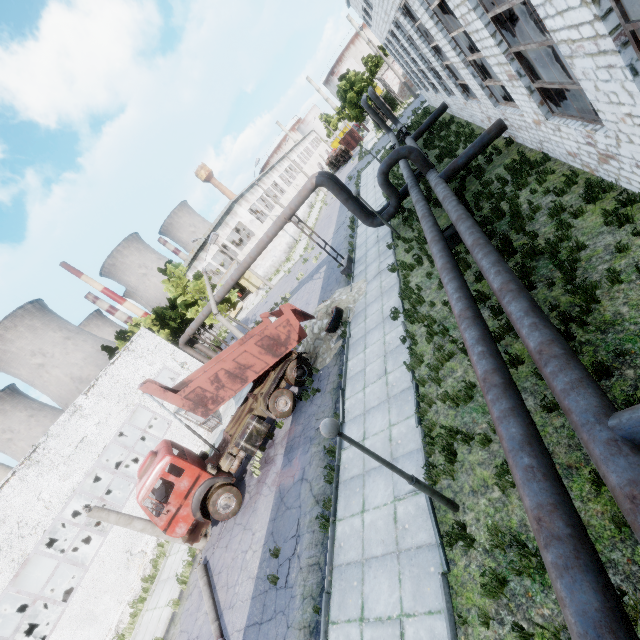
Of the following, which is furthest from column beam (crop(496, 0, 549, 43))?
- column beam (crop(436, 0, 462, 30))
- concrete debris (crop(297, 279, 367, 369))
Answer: concrete debris (crop(297, 279, 367, 369))

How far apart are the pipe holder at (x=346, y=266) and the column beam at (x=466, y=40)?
10.0m

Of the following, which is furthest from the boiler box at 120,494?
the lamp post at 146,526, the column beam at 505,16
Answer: the column beam at 505,16

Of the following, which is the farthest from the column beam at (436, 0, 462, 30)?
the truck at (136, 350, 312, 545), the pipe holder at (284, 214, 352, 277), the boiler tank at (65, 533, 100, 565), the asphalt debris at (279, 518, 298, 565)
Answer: the boiler tank at (65, 533, 100, 565)

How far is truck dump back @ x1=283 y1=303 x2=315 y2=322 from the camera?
14.6 meters

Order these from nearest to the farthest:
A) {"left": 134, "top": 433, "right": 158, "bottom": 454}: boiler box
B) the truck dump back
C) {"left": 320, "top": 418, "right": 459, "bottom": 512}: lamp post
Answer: {"left": 320, "top": 418, "right": 459, "bottom": 512}: lamp post, the truck dump back, {"left": 134, "top": 433, "right": 158, "bottom": 454}: boiler box

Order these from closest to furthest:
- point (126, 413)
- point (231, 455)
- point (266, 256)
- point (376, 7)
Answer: point (231, 455)
point (376, 7)
point (126, 413)
point (266, 256)

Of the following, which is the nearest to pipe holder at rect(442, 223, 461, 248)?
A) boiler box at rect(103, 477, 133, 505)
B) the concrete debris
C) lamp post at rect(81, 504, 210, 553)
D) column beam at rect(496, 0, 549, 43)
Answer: column beam at rect(496, 0, 549, 43)
